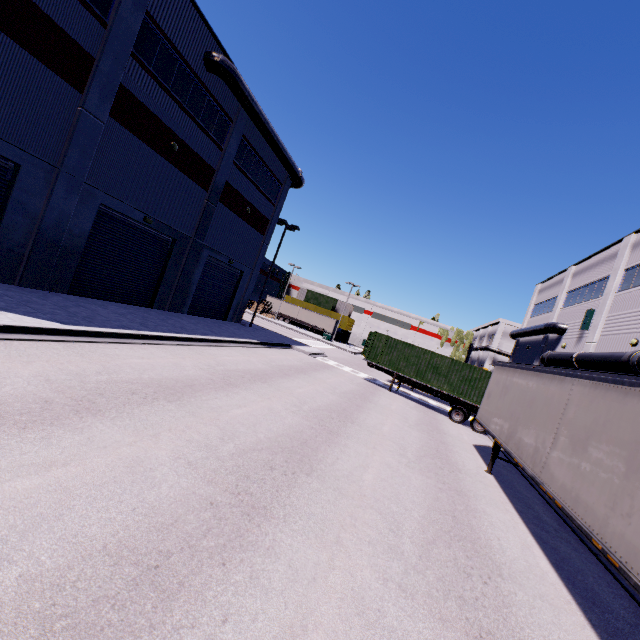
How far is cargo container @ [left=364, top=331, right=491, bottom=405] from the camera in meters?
19.4

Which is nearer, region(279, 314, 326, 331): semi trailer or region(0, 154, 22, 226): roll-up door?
region(0, 154, 22, 226): roll-up door

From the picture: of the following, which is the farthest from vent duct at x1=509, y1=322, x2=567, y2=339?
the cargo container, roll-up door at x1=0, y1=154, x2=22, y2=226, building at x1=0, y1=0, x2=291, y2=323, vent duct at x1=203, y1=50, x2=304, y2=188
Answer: vent duct at x1=203, y1=50, x2=304, y2=188

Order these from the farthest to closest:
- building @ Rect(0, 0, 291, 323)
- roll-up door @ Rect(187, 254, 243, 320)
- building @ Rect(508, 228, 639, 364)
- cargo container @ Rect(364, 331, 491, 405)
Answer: roll-up door @ Rect(187, 254, 243, 320) → cargo container @ Rect(364, 331, 491, 405) → building @ Rect(508, 228, 639, 364) → building @ Rect(0, 0, 291, 323)

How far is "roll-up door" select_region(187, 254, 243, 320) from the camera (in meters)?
23.02

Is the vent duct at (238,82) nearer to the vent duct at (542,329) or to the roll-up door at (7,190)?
the roll-up door at (7,190)

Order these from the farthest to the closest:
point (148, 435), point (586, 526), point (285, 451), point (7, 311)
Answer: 1. point (7, 311)
2. point (285, 451)
3. point (148, 435)
4. point (586, 526)

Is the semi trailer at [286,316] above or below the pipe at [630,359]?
below
